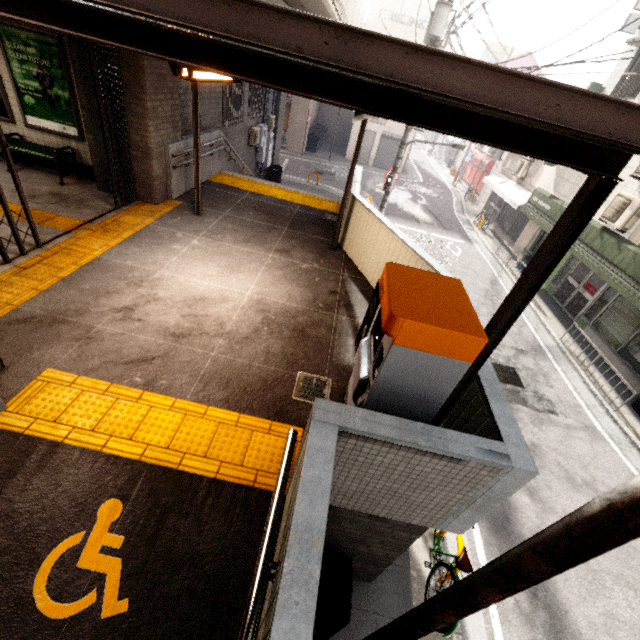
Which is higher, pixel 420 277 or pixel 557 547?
pixel 557 547

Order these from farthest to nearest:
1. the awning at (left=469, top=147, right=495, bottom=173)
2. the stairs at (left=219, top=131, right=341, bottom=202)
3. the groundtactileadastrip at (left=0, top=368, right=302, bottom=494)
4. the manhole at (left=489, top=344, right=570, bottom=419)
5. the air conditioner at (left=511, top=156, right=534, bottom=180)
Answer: the awning at (left=469, top=147, right=495, bottom=173) → the air conditioner at (left=511, top=156, right=534, bottom=180) → the stairs at (left=219, top=131, right=341, bottom=202) → the manhole at (left=489, top=344, right=570, bottom=419) → the groundtactileadastrip at (left=0, top=368, right=302, bottom=494)

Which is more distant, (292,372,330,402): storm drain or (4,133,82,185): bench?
(4,133,82,185): bench

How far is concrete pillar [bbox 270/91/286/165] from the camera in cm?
1489

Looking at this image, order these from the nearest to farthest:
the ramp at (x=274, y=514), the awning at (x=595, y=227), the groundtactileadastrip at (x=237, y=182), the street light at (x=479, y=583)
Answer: the street light at (x=479, y=583) < the ramp at (x=274, y=514) < the awning at (x=595, y=227) < the groundtactileadastrip at (x=237, y=182)

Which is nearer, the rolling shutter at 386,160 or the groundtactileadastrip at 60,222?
the groundtactileadastrip at 60,222

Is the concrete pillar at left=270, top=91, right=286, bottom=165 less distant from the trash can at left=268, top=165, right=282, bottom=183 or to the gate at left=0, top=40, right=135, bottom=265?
the trash can at left=268, top=165, right=282, bottom=183

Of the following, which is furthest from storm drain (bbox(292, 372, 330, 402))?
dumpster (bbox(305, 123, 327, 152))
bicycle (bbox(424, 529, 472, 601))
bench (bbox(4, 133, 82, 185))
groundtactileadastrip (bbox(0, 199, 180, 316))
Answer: dumpster (bbox(305, 123, 327, 152))
